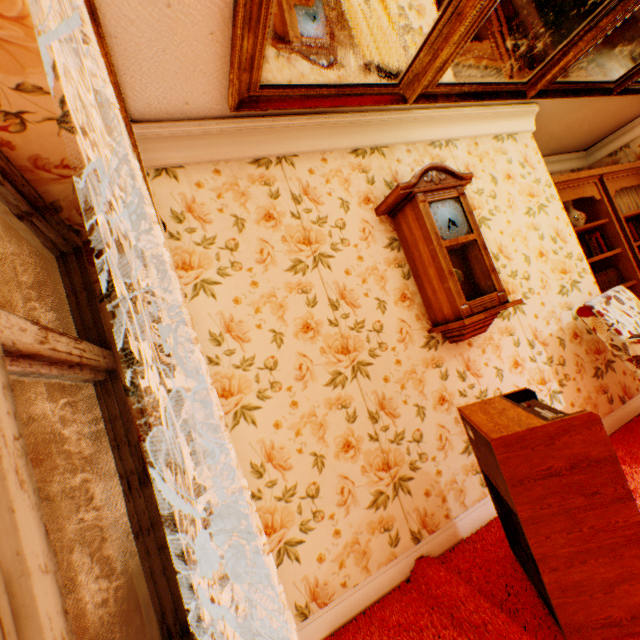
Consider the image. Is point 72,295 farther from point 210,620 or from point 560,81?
point 560,81

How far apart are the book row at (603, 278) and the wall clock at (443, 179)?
1.8 meters

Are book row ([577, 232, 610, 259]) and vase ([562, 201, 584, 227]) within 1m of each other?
yes

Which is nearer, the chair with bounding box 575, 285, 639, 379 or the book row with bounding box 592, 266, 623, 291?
the chair with bounding box 575, 285, 639, 379

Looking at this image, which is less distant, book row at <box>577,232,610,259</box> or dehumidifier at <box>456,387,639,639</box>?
dehumidifier at <box>456,387,639,639</box>

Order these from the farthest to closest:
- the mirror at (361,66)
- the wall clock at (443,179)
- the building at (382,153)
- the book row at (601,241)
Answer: the book row at (601,241) < the wall clock at (443,179) < the mirror at (361,66) < the building at (382,153)

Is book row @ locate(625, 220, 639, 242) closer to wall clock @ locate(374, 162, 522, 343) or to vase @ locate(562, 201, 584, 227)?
vase @ locate(562, 201, 584, 227)

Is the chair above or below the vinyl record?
below
